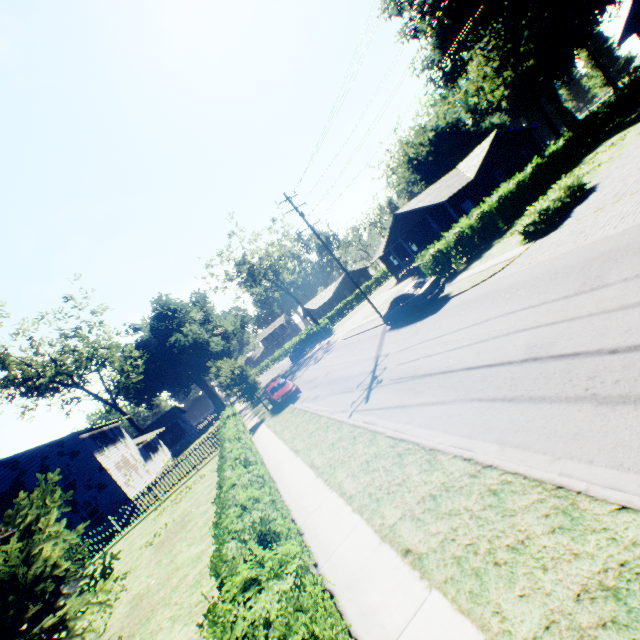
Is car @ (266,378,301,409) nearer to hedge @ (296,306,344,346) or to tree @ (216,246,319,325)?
hedge @ (296,306,344,346)

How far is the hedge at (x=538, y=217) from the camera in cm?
1508

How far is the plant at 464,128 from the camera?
54.3 meters

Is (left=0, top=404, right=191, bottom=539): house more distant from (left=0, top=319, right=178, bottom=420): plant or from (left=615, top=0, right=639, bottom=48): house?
(left=615, top=0, right=639, bottom=48): house

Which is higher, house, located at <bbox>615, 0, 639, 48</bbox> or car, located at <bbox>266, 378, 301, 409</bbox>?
house, located at <bbox>615, 0, 639, 48</bbox>

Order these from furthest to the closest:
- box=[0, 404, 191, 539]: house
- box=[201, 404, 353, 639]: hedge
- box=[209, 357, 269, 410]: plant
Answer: box=[0, 404, 191, 539]: house
box=[209, 357, 269, 410]: plant
box=[201, 404, 353, 639]: hedge

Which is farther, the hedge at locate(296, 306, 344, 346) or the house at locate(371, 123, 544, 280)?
the hedge at locate(296, 306, 344, 346)

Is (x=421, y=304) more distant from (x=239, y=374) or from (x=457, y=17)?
(x=457, y=17)
